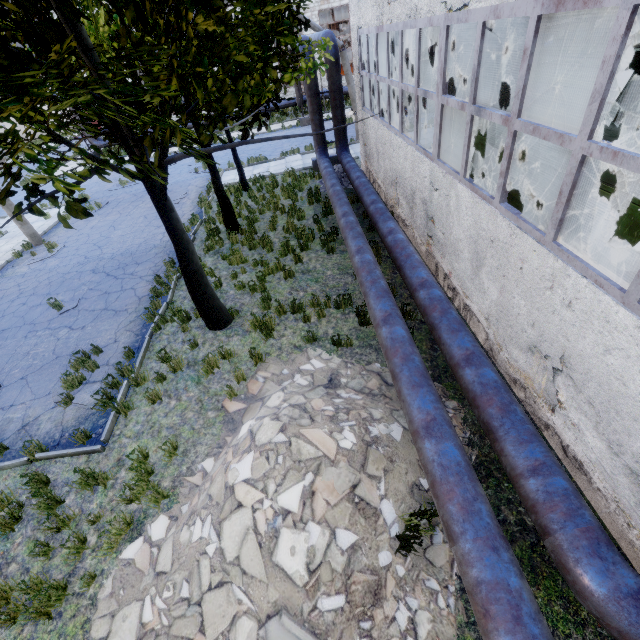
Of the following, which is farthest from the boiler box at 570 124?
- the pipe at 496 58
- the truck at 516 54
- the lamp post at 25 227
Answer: the lamp post at 25 227

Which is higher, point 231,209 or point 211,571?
point 231,209

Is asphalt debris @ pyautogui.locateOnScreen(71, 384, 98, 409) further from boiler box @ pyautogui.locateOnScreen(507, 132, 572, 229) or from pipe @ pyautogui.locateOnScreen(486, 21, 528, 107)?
boiler box @ pyautogui.locateOnScreen(507, 132, 572, 229)

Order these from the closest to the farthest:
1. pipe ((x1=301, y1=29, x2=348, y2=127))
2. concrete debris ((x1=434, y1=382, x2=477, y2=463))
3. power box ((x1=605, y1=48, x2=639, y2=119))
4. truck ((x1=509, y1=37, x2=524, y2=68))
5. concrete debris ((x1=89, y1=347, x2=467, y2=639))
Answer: concrete debris ((x1=89, y1=347, x2=467, y2=639)) → concrete debris ((x1=434, y1=382, x2=477, y2=463)) → pipe ((x1=301, y1=29, x2=348, y2=127)) → power box ((x1=605, y1=48, x2=639, y2=119)) → truck ((x1=509, y1=37, x2=524, y2=68))

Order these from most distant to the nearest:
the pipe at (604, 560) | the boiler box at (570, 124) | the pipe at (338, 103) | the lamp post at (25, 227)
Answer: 1. the lamp post at (25, 227)
2. the pipe at (338, 103)
3. the boiler box at (570, 124)
4. the pipe at (604, 560)

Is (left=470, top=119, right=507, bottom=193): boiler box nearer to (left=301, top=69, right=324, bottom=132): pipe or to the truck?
(left=301, top=69, right=324, bottom=132): pipe

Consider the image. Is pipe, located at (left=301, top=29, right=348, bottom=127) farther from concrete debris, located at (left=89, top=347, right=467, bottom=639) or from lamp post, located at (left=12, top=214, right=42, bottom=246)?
lamp post, located at (left=12, top=214, right=42, bottom=246)

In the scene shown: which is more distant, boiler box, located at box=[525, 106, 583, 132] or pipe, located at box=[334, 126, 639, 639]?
boiler box, located at box=[525, 106, 583, 132]
